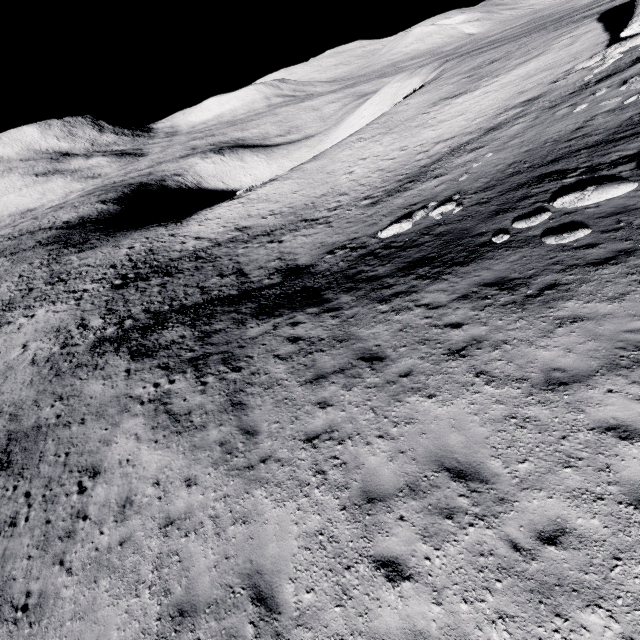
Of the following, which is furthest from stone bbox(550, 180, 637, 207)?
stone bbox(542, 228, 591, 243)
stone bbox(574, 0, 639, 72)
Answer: stone bbox(574, 0, 639, 72)

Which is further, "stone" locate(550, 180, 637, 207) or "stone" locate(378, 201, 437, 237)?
→ "stone" locate(378, 201, 437, 237)

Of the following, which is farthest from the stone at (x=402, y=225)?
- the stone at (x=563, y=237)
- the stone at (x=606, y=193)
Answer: the stone at (x=563, y=237)

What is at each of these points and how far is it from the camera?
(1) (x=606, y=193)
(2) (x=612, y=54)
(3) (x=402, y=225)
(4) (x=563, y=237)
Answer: (1) stone, 10.1 meters
(2) stone, 22.7 meters
(3) stone, 17.6 meters
(4) stone, 9.3 meters

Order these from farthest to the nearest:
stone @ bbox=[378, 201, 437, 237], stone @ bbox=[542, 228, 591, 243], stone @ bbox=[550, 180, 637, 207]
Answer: stone @ bbox=[378, 201, 437, 237]
stone @ bbox=[550, 180, 637, 207]
stone @ bbox=[542, 228, 591, 243]

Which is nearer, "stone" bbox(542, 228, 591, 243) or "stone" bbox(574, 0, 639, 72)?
"stone" bbox(542, 228, 591, 243)

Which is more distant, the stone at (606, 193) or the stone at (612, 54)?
the stone at (612, 54)

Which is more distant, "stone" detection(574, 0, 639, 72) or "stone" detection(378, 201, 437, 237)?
"stone" detection(574, 0, 639, 72)
